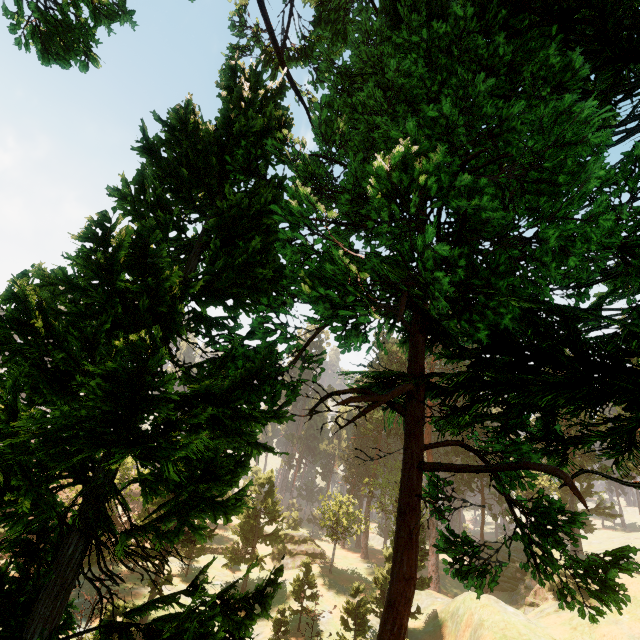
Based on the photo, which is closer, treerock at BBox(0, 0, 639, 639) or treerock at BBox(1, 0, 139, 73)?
treerock at BBox(0, 0, 639, 639)

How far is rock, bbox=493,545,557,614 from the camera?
37.91m

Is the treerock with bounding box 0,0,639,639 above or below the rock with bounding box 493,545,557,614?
above

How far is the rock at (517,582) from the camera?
37.9m

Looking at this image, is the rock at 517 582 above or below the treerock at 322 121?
below

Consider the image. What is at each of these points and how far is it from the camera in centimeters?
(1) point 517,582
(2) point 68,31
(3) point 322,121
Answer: (1) rock, 4375cm
(2) treerock, 1140cm
(3) treerock, 821cm

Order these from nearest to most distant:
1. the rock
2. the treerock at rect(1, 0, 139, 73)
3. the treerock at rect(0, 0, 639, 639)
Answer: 1. the treerock at rect(0, 0, 639, 639)
2. the treerock at rect(1, 0, 139, 73)
3. the rock
